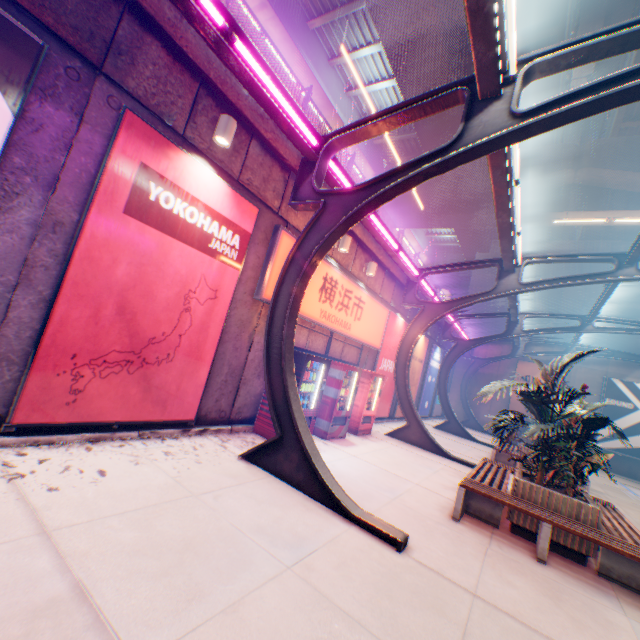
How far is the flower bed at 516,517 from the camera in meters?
5.3 m

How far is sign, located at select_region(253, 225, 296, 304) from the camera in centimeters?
675cm

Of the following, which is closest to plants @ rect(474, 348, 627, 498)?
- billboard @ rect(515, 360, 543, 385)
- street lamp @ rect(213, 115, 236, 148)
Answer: street lamp @ rect(213, 115, 236, 148)

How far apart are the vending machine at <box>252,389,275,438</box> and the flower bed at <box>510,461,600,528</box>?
4.1m

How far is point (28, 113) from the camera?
3.7m

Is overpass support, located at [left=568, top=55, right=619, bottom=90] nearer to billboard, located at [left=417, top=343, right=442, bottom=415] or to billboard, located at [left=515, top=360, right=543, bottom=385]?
billboard, located at [left=417, top=343, right=442, bottom=415]

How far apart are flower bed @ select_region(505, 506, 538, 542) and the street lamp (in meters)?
7.57

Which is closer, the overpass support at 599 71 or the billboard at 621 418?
the billboard at 621 418
